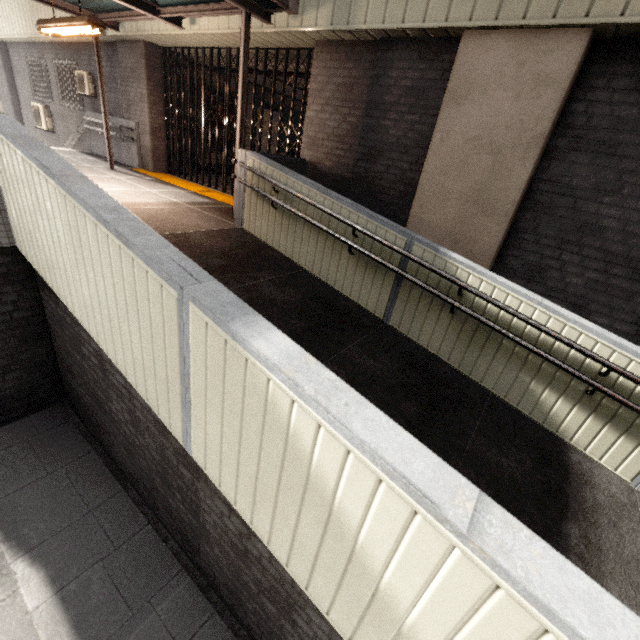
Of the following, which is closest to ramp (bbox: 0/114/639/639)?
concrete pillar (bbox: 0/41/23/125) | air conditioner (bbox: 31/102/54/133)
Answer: air conditioner (bbox: 31/102/54/133)

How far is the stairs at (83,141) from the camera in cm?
1044

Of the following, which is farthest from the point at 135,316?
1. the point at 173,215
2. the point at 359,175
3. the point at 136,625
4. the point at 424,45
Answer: the point at 424,45

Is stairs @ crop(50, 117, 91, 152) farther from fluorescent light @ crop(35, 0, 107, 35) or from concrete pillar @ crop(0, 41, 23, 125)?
fluorescent light @ crop(35, 0, 107, 35)

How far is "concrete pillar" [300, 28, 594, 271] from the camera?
3.7 meters

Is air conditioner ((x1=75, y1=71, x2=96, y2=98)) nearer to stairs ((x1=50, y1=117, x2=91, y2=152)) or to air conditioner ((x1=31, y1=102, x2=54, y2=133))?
stairs ((x1=50, y1=117, x2=91, y2=152))

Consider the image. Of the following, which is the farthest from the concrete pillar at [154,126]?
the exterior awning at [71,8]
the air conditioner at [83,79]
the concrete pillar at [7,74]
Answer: the concrete pillar at [7,74]

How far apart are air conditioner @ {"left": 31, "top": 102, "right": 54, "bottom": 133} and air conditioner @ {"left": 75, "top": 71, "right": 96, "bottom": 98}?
3.35m
